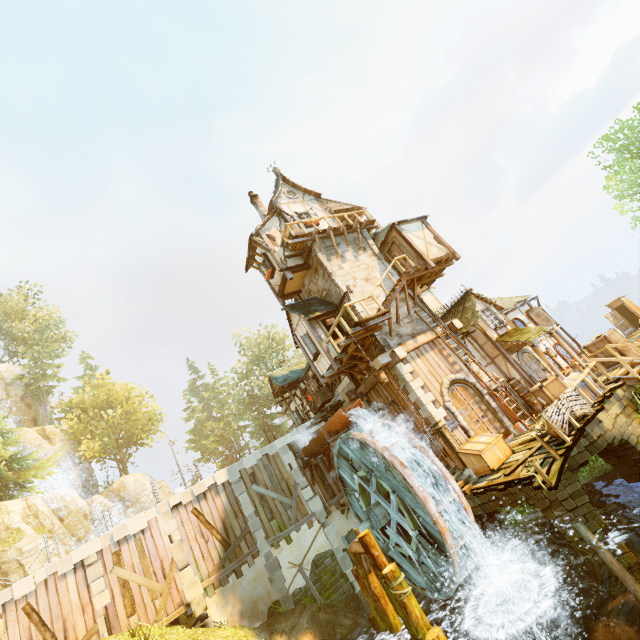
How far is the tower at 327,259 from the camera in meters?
16.6

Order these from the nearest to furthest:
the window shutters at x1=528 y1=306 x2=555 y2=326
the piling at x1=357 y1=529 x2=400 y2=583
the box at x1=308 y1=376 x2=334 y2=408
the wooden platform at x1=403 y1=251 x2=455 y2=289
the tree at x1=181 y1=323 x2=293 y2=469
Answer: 1. the piling at x1=357 y1=529 x2=400 y2=583
2. the wooden platform at x1=403 y1=251 x2=455 y2=289
3. the window shutters at x1=528 y1=306 x2=555 y2=326
4. the box at x1=308 y1=376 x2=334 y2=408
5. the tree at x1=181 y1=323 x2=293 y2=469

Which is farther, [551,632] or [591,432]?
[591,432]

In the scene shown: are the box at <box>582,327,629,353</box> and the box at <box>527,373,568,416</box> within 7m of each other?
yes

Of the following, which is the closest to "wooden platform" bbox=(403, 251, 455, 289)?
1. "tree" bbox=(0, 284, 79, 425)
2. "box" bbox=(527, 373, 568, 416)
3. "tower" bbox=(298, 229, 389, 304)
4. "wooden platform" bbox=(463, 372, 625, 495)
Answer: "tower" bbox=(298, 229, 389, 304)

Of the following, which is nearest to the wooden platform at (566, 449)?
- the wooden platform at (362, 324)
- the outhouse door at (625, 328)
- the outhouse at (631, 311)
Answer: the wooden platform at (362, 324)

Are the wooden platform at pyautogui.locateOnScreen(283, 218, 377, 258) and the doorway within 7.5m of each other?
no

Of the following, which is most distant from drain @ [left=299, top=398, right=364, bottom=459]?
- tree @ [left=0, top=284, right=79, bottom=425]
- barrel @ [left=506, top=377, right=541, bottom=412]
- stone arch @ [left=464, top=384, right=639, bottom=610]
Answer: tree @ [left=0, top=284, right=79, bottom=425]
